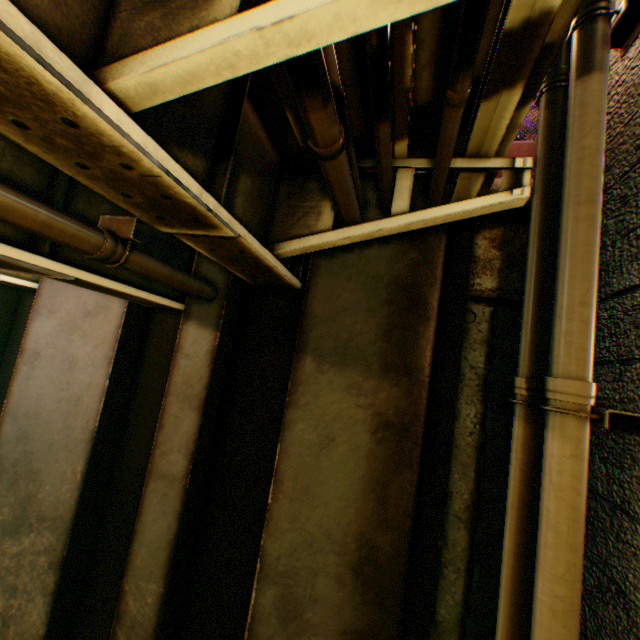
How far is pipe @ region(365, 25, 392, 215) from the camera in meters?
1.6

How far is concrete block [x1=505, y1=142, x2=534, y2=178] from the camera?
4.15m

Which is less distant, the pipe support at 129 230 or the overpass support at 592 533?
the overpass support at 592 533

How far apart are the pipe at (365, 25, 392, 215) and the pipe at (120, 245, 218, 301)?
2.0m

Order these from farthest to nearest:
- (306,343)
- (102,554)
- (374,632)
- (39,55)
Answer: (102,554) → (306,343) → (374,632) → (39,55)

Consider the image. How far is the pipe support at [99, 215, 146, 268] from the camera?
2.41m

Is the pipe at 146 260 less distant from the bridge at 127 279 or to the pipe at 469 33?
the bridge at 127 279

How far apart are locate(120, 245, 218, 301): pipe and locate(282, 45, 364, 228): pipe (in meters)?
1.55
